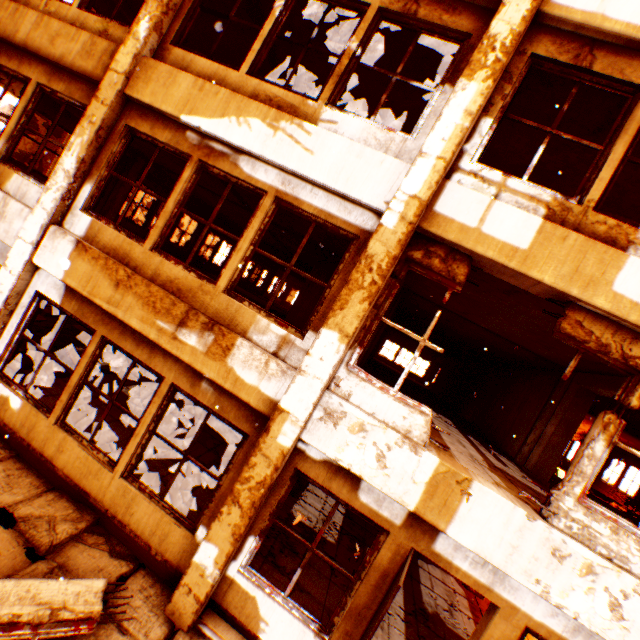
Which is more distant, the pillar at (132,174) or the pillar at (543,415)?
the pillar at (132,174)

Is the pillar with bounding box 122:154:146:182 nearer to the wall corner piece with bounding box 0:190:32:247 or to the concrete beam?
the wall corner piece with bounding box 0:190:32:247

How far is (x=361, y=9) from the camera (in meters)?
4.58

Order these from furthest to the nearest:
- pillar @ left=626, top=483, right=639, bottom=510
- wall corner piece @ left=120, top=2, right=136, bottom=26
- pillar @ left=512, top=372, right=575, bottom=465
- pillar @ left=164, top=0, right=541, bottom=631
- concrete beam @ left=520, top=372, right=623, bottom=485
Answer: pillar @ left=626, top=483, right=639, bottom=510 → wall corner piece @ left=120, top=2, right=136, bottom=26 → pillar @ left=512, top=372, right=575, bottom=465 → concrete beam @ left=520, top=372, right=623, bottom=485 → pillar @ left=164, top=0, right=541, bottom=631

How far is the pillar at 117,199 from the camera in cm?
1088

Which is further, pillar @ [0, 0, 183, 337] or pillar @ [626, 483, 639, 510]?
pillar @ [626, 483, 639, 510]

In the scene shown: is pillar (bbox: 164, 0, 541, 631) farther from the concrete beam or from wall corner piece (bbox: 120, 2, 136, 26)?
wall corner piece (bbox: 120, 2, 136, 26)

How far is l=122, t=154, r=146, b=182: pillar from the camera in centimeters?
1086cm
